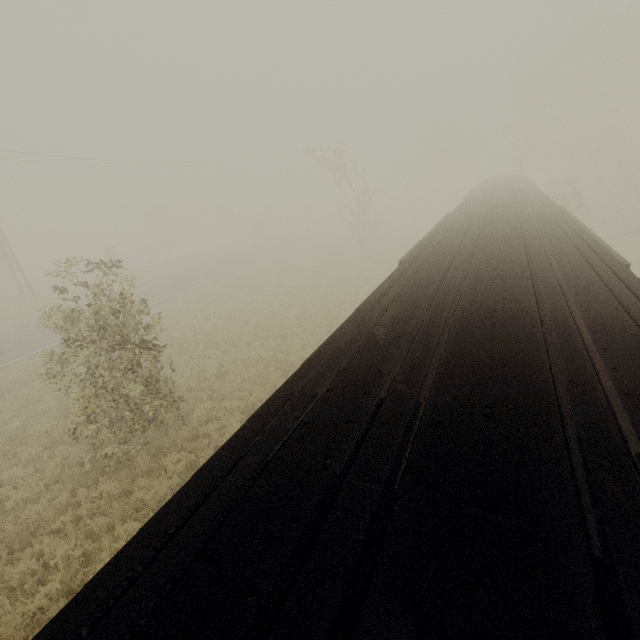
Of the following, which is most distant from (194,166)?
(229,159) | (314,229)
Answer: (314,229)

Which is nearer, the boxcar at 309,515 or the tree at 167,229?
the boxcar at 309,515

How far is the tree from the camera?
50.75m

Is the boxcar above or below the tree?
above

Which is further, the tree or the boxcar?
the tree

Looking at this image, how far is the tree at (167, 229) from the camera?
50.8 meters
